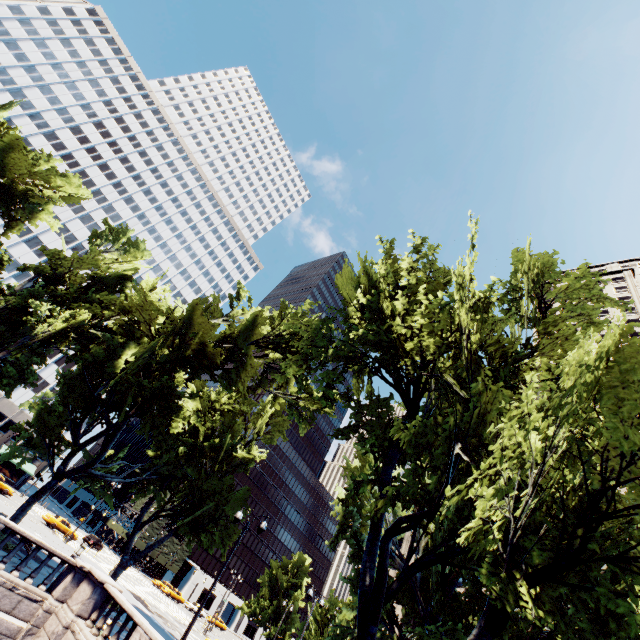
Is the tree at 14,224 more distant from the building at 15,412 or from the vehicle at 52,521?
the vehicle at 52,521

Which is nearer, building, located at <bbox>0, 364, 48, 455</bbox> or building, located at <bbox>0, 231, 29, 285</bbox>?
building, located at <bbox>0, 364, 48, 455</bbox>

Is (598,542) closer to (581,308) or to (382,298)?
(382,298)

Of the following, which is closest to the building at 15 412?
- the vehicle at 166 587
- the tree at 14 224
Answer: the tree at 14 224

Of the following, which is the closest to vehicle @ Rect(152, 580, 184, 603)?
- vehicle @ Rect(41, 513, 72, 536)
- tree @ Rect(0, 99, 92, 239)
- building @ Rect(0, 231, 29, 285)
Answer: tree @ Rect(0, 99, 92, 239)

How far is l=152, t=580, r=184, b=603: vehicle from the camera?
57.2 meters
